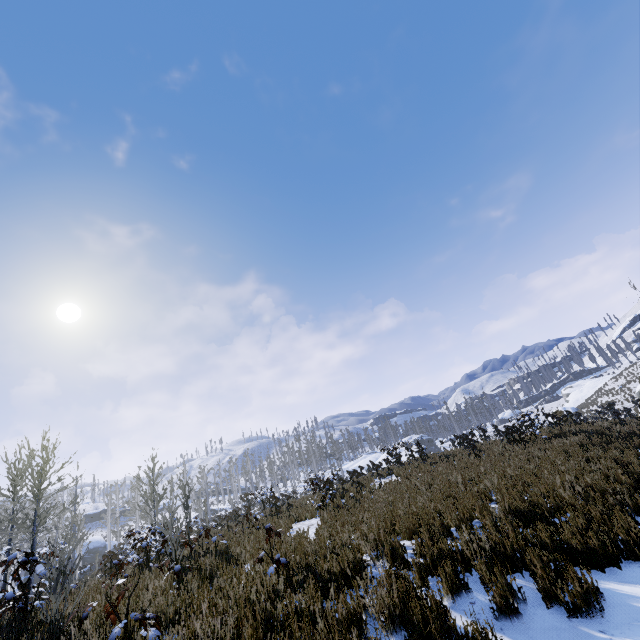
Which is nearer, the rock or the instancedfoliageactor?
the instancedfoliageactor

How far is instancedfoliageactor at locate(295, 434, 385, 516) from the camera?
11.77m

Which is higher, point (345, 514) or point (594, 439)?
point (345, 514)

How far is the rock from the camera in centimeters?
4653cm

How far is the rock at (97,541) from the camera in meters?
46.5 m

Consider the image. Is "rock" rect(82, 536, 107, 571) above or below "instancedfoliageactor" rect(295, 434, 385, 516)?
above

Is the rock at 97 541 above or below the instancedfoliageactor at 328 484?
above
